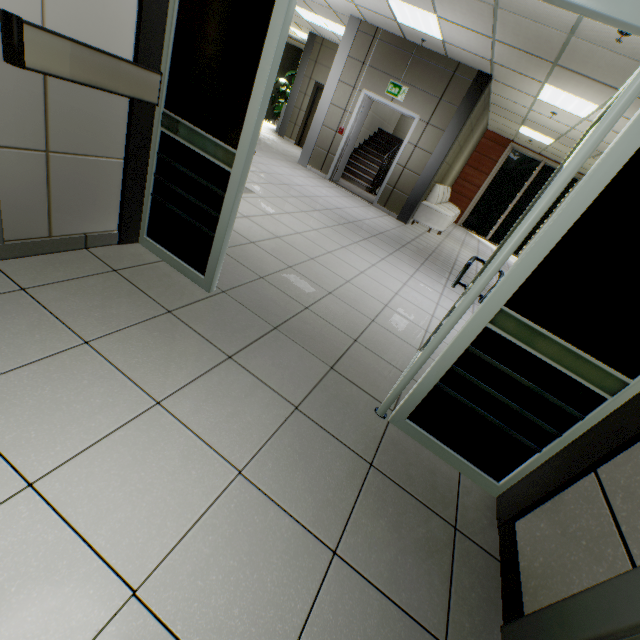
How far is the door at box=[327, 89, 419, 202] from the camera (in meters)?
7.43

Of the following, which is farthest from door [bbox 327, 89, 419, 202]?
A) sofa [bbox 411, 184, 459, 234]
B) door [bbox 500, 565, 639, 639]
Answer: door [bbox 500, 565, 639, 639]

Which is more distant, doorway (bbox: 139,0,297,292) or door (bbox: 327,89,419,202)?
door (bbox: 327,89,419,202)

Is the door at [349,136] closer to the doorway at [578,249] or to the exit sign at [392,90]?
the exit sign at [392,90]

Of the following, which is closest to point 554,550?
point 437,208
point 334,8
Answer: point 437,208

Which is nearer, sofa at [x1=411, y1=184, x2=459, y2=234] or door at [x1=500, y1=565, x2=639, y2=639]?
door at [x1=500, y1=565, x2=639, y2=639]

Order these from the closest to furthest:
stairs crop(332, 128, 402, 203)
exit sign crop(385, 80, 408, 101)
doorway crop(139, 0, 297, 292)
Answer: doorway crop(139, 0, 297, 292)
exit sign crop(385, 80, 408, 101)
stairs crop(332, 128, 402, 203)

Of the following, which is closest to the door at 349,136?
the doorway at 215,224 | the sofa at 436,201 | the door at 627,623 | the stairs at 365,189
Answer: the stairs at 365,189
